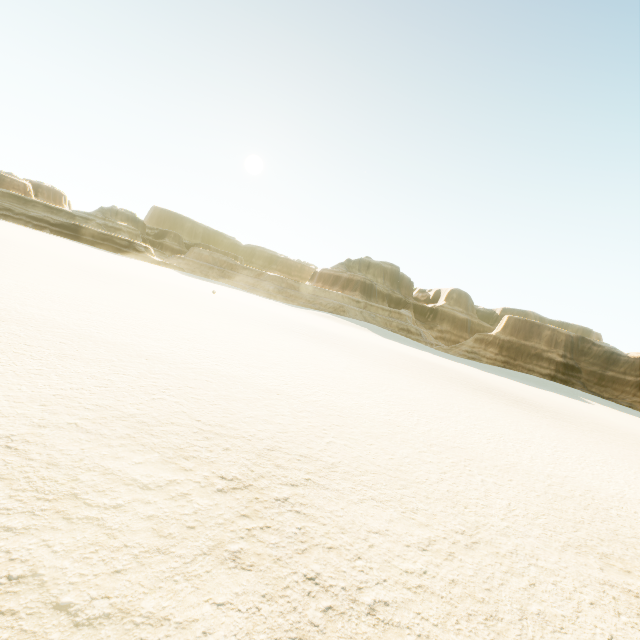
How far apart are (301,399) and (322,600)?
6.2m
